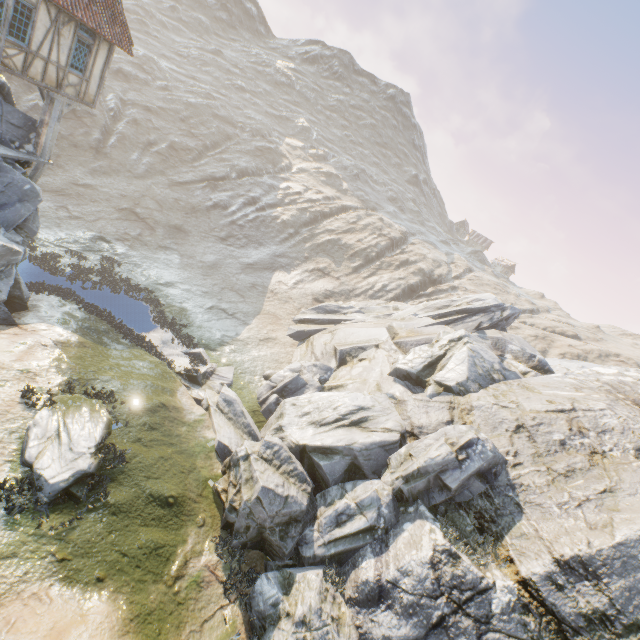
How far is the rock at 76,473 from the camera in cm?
895

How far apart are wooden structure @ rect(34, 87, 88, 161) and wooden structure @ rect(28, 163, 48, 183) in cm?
11

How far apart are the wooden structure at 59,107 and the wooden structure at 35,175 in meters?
0.1 m

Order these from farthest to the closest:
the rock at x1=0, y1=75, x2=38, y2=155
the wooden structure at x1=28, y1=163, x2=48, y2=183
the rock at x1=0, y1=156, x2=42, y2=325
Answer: the wooden structure at x1=28, y1=163, x2=48, y2=183
the rock at x1=0, y1=75, x2=38, y2=155
the rock at x1=0, y1=156, x2=42, y2=325

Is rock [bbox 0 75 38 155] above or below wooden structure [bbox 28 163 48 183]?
above

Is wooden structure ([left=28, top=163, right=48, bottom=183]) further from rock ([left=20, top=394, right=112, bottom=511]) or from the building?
the building

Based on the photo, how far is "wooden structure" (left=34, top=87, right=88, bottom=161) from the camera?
14.2m

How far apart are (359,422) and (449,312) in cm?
1360
